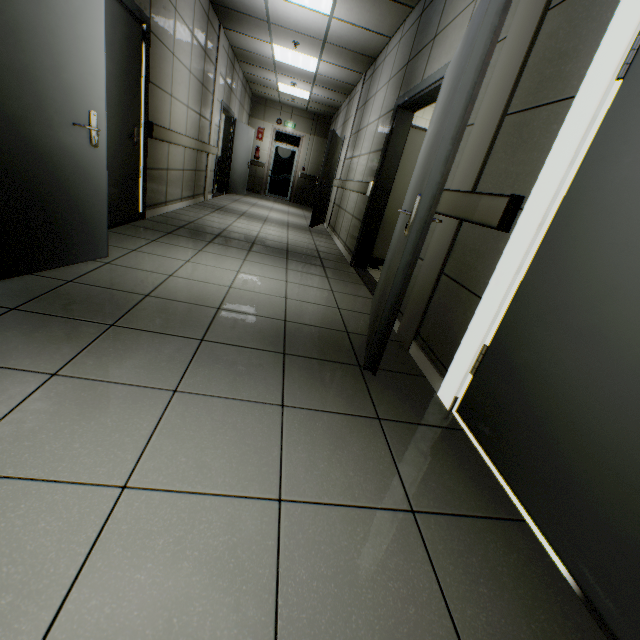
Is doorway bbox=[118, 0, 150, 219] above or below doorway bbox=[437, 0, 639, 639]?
above

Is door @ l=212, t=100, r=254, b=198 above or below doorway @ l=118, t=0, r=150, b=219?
below

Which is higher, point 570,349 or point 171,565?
point 570,349

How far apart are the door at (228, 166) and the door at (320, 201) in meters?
2.6 m

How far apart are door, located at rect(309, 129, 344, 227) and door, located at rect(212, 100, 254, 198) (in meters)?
2.64

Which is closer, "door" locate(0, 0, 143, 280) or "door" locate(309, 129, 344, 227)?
"door" locate(0, 0, 143, 280)

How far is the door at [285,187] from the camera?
12.7 meters

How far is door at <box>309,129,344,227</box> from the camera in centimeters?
691cm
